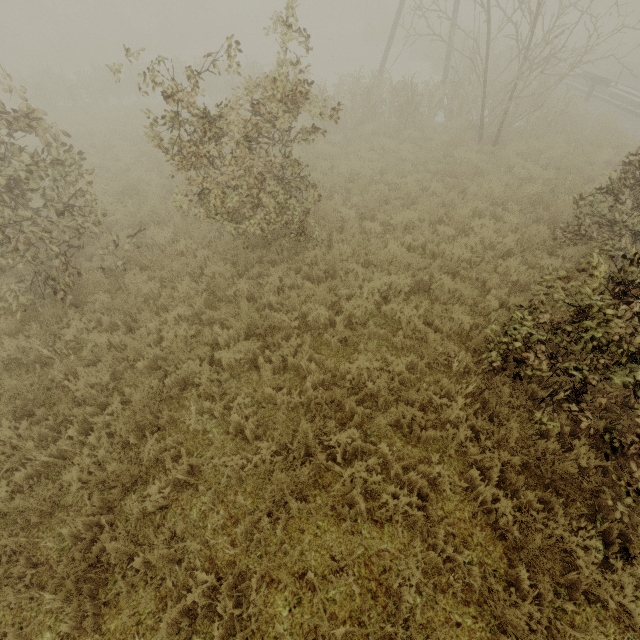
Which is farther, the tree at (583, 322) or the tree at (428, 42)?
the tree at (428, 42)

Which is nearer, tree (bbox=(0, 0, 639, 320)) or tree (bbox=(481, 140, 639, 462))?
tree (bbox=(481, 140, 639, 462))

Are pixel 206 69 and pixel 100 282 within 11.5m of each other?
yes
